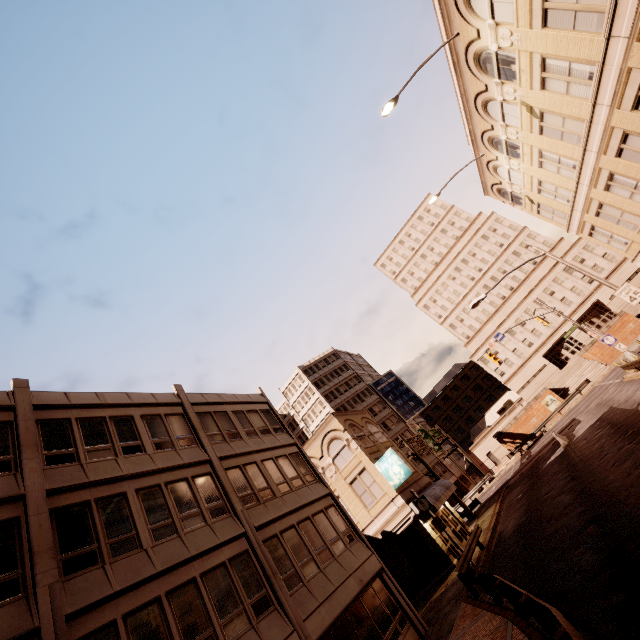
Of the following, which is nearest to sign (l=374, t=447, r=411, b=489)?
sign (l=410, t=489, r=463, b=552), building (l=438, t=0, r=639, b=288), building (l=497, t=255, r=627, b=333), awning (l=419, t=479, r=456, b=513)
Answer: awning (l=419, t=479, r=456, b=513)

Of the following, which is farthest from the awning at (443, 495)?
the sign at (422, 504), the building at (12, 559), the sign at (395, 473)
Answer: the sign at (422, 504)

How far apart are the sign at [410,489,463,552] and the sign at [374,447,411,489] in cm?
352

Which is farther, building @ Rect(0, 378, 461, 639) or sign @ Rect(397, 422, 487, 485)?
sign @ Rect(397, 422, 487, 485)

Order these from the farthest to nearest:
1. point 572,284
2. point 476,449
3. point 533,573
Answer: point 476,449, point 572,284, point 533,573

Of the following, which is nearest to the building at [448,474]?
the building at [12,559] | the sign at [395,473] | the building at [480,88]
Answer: the building at [12,559]

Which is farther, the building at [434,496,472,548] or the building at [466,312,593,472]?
the building at [466,312,593,472]

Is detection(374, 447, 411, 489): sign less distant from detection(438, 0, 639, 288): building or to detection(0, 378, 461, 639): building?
detection(0, 378, 461, 639): building
